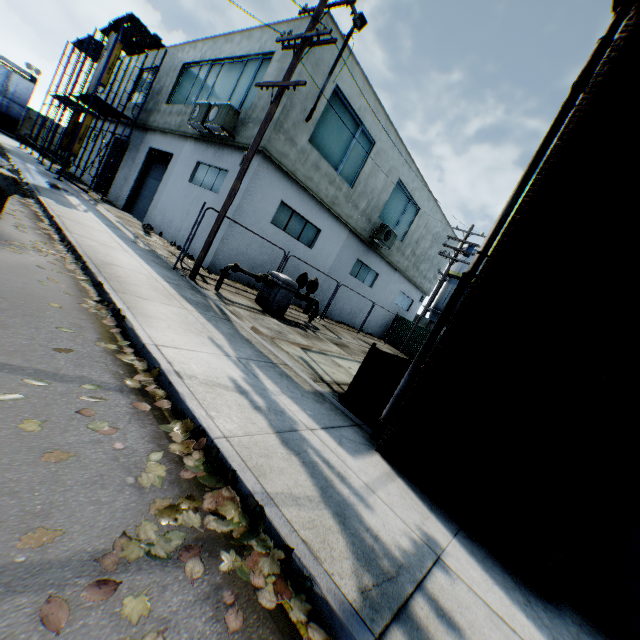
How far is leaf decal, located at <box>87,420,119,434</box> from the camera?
2.6m

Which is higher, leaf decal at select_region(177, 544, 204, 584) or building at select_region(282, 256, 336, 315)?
building at select_region(282, 256, 336, 315)

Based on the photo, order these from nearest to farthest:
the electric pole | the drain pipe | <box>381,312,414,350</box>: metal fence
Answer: the drain pipe → the electric pole → <box>381,312,414,350</box>: metal fence

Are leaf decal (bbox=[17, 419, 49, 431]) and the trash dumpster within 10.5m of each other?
yes

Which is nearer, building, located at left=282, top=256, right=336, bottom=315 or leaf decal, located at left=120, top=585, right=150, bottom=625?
leaf decal, located at left=120, top=585, right=150, bottom=625

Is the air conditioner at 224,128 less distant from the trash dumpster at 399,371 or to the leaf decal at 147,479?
the trash dumpster at 399,371

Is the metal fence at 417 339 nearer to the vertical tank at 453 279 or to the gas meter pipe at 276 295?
the gas meter pipe at 276 295

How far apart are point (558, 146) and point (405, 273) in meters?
18.7
